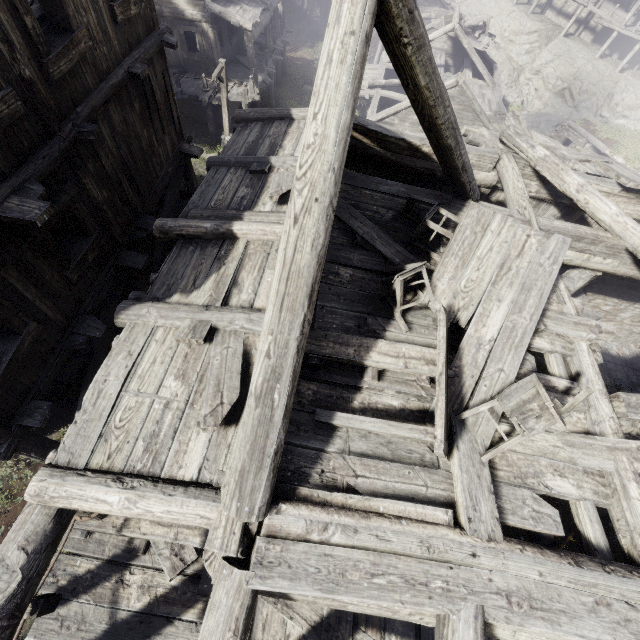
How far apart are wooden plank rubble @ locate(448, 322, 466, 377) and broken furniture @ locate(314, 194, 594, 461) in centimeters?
1cm

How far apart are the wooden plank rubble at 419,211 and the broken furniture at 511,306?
0.01m

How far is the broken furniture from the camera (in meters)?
3.64

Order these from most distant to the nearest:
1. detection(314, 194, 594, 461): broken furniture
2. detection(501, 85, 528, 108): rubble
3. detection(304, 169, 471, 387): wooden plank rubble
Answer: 1. detection(501, 85, 528, 108): rubble
2. detection(304, 169, 471, 387): wooden plank rubble
3. detection(314, 194, 594, 461): broken furniture

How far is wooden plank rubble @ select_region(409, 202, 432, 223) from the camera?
5.72m

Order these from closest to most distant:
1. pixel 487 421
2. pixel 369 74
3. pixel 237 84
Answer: pixel 487 421 → pixel 237 84 → pixel 369 74
